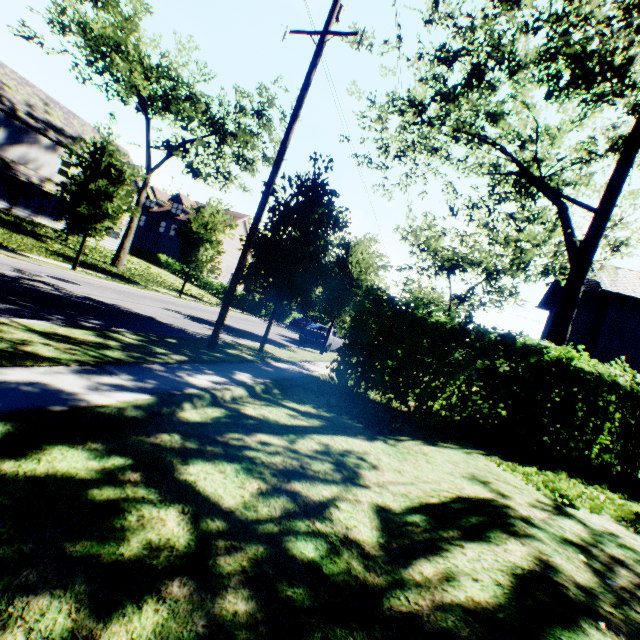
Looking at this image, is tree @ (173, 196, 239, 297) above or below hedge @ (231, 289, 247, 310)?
above

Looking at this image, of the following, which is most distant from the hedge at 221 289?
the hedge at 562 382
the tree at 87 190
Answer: the hedge at 562 382

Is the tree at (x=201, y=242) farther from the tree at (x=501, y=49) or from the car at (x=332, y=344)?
the car at (x=332, y=344)

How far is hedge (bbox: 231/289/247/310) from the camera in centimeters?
3356cm

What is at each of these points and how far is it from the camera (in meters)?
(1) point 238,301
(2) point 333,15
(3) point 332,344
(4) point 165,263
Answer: (1) hedge, 34.62
(2) power line pole, 8.65
(3) car, 20.61
(4) hedge, 38.69

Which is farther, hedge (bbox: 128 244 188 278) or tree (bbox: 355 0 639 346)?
hedge (bbox: 128 244 188 278)

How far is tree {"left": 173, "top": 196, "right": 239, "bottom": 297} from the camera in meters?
20.5 m
